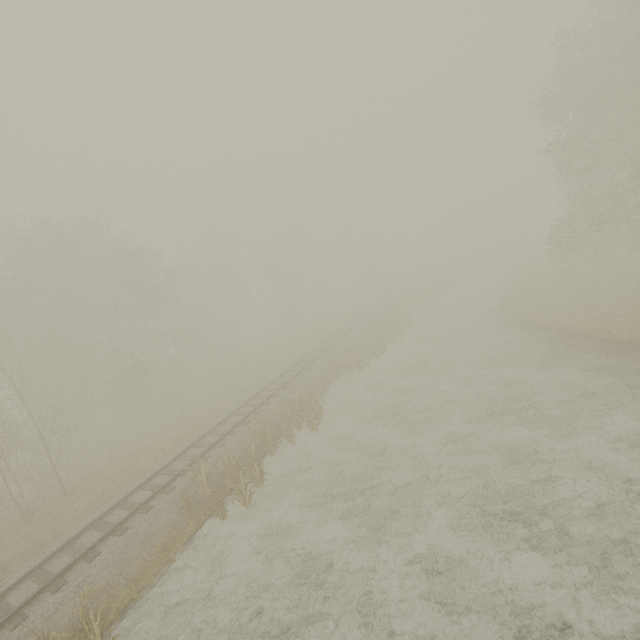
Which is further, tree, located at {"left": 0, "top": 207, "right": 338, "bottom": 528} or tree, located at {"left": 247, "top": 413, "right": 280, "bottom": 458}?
tree, located at {"left": 0, "top": 207, "right": 338, "bottom": 528}

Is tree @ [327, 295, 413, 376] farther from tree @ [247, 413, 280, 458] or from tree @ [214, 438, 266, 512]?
tree @ [214, 438, 266, 512]

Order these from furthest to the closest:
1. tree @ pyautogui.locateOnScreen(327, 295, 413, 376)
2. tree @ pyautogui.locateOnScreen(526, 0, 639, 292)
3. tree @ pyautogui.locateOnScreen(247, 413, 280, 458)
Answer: tree @ pyautogui.locateOnScreen(327, 295, 413, 376) → tree @ pyautogui.locateOnScreen(526, 0, 639, 292) → tree @ pyautogui.locateOnScreen(247, 413, 280, 458)

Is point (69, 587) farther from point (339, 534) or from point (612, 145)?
point (612, 145)

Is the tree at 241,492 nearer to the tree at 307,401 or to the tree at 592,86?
the tree at 307,401

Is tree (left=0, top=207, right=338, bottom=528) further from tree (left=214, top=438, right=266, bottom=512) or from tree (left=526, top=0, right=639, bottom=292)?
tree (left=214, top=438, right=266, bottom=512)

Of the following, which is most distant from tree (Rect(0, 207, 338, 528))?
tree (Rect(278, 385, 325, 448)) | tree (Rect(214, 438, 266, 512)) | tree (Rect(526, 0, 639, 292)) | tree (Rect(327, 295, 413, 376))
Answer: tree (Rect(327, 295, 413, 376))

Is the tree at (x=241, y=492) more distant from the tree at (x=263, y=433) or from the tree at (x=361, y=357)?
the tree at (x=361, y=357)
